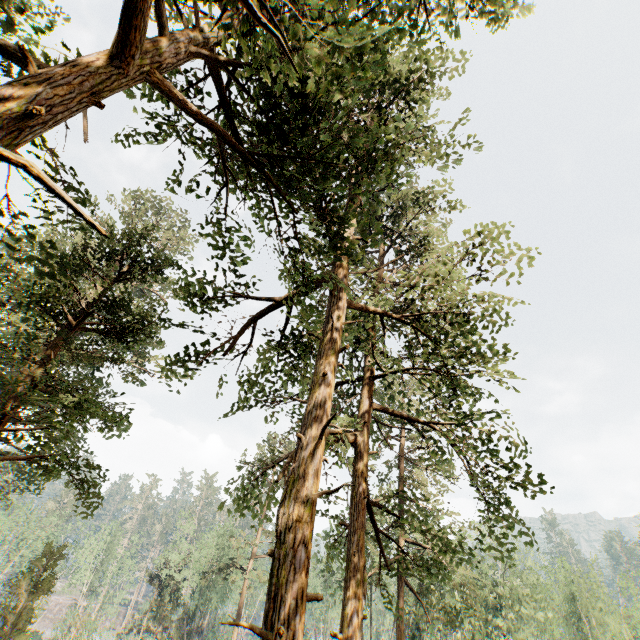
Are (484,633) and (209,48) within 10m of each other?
no

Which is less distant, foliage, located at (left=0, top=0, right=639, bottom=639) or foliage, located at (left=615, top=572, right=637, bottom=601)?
foliage, located at (left=0, top=0, right=639, bottom=639)

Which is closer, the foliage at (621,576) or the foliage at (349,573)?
the foliage at (349,573)
